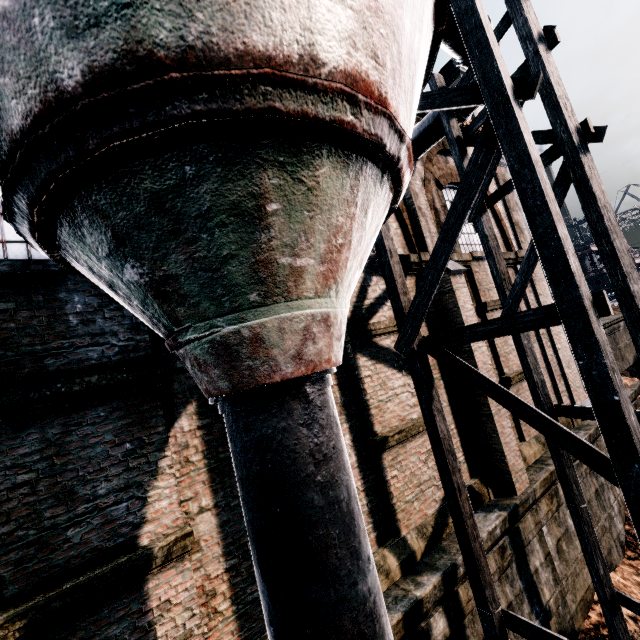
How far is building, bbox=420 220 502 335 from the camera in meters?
9.1

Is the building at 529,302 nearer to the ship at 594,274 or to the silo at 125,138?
the silo at 125,138

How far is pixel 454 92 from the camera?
4.8 meters

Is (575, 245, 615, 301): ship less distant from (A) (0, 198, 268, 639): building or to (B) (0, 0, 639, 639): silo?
(A) (0, 198, 268, 639): building

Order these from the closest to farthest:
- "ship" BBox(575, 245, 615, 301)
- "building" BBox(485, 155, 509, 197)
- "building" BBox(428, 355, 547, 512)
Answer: "building" BBox(428, 355, 547, 512) < "building" BBox(485, 155, 509, 197) < "ship" BBox(575, 245, 615, 301)

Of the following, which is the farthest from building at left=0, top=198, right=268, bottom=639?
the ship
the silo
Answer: the ship
